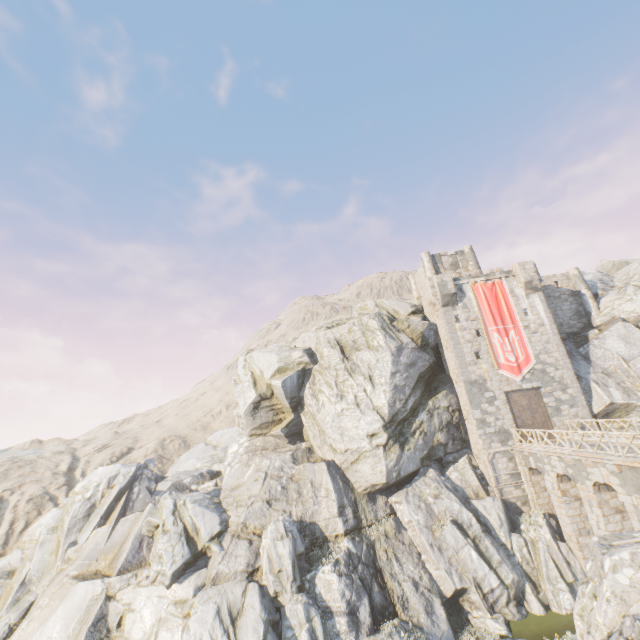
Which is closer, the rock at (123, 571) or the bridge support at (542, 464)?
the bridge support at (542, 464)

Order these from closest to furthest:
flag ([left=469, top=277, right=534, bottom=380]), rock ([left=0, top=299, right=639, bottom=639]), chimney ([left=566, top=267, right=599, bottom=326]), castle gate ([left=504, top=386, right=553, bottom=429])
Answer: rock ([left=0, top=299, right=639, bottom=639]), castle gate ([left=504, top=386, right=553, bottom=429]), flag ([left=469, top=277, right=534, bottom=380]), chimney ([left=566, top=267, right=599, bottom=326])

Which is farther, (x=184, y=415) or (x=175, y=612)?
(x=184, y=415)

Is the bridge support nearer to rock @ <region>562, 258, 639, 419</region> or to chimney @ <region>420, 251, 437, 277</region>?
rock @ <region>562, 258, 639, 419</region>

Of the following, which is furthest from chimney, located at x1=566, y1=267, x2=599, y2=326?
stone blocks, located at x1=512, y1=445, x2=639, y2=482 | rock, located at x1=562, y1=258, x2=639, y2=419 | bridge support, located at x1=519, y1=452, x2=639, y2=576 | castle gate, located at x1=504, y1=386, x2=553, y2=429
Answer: stone blocks, located at x1=512, y1=445, x2=639, y2=482

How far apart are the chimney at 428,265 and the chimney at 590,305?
11.9m

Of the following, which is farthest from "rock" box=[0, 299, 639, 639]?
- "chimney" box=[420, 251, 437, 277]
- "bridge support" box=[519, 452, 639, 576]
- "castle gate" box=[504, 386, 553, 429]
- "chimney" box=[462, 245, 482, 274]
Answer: "chimney" box=[462, 245, 482, 274]

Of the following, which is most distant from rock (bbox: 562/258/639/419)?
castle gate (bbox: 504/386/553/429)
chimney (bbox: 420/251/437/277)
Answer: castle gate (bbox: 504/386/553/429)
